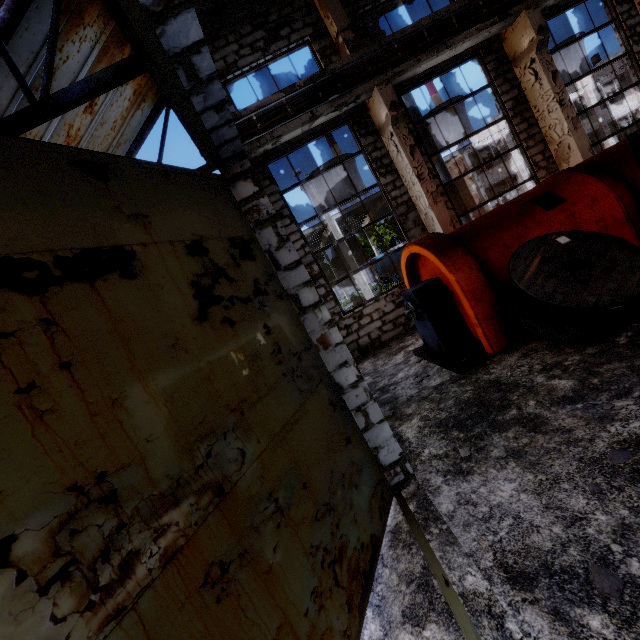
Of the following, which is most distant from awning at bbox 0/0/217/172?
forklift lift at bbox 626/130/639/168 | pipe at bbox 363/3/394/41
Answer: pipe at bbox 363/3/394/41

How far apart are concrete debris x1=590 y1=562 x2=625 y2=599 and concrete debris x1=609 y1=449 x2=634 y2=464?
0.9 meters

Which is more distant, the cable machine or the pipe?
the pipe

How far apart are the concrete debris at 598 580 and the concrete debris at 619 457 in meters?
0.9

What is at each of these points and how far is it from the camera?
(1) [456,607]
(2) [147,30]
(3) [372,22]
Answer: (1) door frame, 2.2 meters
(2) door frame, 1.6 meters
(3) pipe, 10.3 meters

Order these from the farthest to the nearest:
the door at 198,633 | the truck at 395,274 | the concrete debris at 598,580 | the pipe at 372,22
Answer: the truck at 395,274 < the pipe at 372,22 < the concrete debris at 598,580 < the door at 198,633

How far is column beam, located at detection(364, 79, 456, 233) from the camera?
8.55m

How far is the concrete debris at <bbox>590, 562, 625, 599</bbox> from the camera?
1.8 meters
